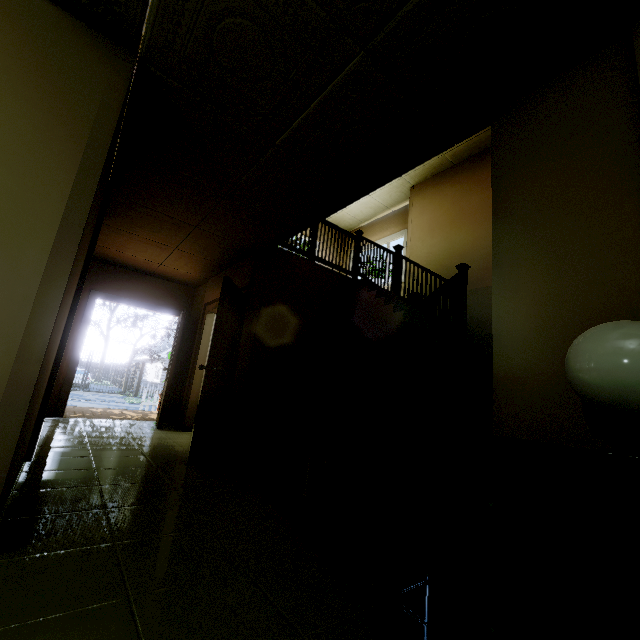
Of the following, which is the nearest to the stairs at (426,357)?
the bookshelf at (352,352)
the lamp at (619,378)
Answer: the bookshelf at (352,352)

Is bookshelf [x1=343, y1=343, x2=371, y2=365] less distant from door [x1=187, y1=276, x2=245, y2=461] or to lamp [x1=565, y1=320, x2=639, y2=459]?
door [x1=187, y1=276, x2=245, y2=461]

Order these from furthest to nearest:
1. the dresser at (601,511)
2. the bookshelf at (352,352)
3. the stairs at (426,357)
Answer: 1. the bookshelf at (352,352)
2. the stairs at (426,357)
3. the dresser at (601,511)

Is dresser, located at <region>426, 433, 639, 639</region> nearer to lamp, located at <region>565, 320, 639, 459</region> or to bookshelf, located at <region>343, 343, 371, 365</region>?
lamp, located at <region>565, 320, 639, 459</region>

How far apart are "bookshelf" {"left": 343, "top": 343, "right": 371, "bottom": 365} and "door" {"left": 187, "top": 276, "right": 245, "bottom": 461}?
1.59m

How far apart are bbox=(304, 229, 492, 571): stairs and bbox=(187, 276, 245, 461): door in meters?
1.5

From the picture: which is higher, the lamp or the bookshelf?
the bookshelf

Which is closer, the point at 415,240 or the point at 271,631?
the point at 271,631
